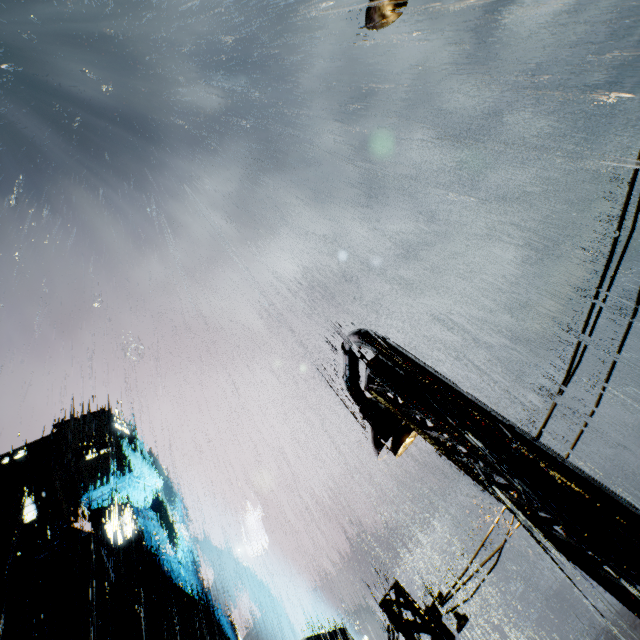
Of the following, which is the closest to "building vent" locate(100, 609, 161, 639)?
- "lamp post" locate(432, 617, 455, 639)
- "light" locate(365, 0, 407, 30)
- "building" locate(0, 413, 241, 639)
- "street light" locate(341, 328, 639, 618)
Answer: "building" locate(0, 413, 241, 639)

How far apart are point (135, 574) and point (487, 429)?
60.30m

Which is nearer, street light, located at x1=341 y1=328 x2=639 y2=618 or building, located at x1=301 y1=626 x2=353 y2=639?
street light, located at x1=341 y1=328 x2=639 y2=618

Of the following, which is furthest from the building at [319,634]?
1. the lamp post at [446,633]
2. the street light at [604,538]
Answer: the street light at [604,538]

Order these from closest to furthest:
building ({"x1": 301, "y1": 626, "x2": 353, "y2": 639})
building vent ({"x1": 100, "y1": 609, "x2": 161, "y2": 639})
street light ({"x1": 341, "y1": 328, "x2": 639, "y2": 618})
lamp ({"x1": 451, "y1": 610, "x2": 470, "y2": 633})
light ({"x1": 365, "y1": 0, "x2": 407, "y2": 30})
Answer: street light ({"x1": 341, "y1": 328, "x2": 639, "y2": 618}) → light ({"x1": 365, "y1": 0, "x2": 407, "y2": 30}) → lamp ({"x1": 451, "y1": 610, "x2": 470, "y2": 633}) → building vent ({"x1": 100, "y1": 609, "x2": 161, "y2": 639}) → building ({"x1": 301, "y1": 626, "x2": 353, "y2": 639})

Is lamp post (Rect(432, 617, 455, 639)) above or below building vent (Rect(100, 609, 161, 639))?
below

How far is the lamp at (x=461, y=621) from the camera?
7.5 meters

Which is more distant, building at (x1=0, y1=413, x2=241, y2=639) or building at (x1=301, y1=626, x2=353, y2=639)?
building at (x1=0, y1=413, x2=241, y2=639)
